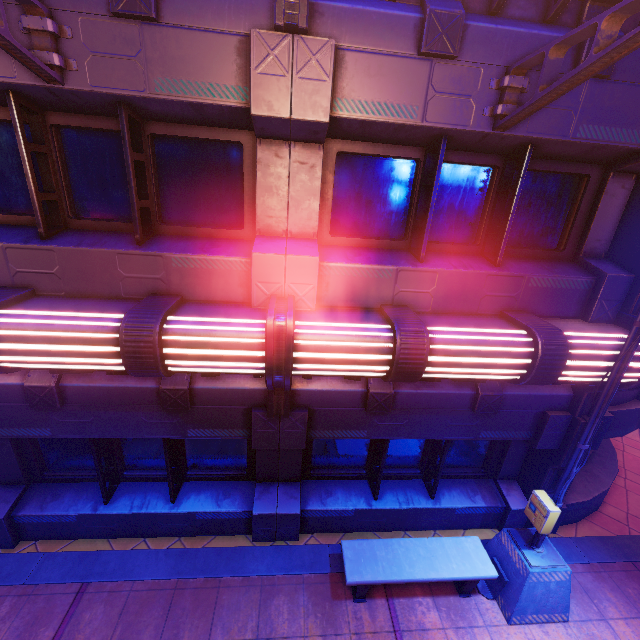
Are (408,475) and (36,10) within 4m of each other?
no

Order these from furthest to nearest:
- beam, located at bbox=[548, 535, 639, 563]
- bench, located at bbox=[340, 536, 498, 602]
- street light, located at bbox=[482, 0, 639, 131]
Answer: beam, located at bbox=[548, 535, 639, 563]
bench, located at bbox=[340, 536, 498, 602]
street light, located at bbox=[482, 0, 639, 131]

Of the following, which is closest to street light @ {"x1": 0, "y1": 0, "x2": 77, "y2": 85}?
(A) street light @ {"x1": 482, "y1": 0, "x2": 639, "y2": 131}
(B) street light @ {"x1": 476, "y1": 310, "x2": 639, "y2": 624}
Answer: (A) street light @ {"x1": 482, "y1": 0, "x2": 639, "y2": 131}

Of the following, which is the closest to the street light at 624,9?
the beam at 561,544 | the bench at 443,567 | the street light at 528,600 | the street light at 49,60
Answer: the street light at 528,600

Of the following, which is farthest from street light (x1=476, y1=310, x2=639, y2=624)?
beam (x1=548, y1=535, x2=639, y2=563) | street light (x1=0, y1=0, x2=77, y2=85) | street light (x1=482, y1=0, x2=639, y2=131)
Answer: street light (x1=0, y1=0, x2=77, y2=85)

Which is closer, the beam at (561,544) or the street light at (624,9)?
the street light at (624,9)

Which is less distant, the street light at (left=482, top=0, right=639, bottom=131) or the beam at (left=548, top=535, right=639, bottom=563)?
the street light at (left=482, top=0, right=639, bottom=131)

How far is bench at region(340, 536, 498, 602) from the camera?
5.02m
